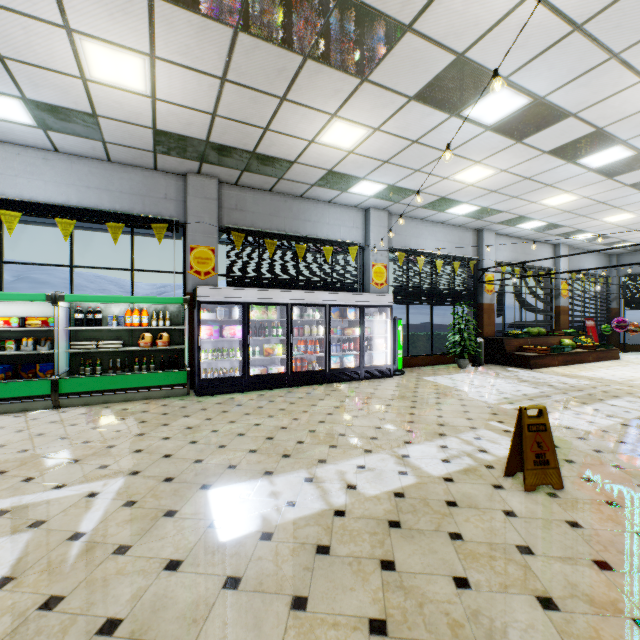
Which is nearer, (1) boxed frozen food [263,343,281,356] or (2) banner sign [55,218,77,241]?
(2) banner sign [55,218,77,241]

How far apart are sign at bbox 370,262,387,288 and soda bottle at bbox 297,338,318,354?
2.77m

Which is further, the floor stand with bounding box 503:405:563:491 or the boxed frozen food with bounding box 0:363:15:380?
the boxed frozen food with bounding box 0:363:15:380

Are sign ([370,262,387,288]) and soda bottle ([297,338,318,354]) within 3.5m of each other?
yes

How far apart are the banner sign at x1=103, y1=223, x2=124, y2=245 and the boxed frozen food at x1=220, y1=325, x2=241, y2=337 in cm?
279

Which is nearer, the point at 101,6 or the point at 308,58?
the point at 101,6

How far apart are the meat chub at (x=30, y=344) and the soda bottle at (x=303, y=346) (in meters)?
5.23

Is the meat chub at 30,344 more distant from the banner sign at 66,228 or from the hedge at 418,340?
the hedge at 418,340
